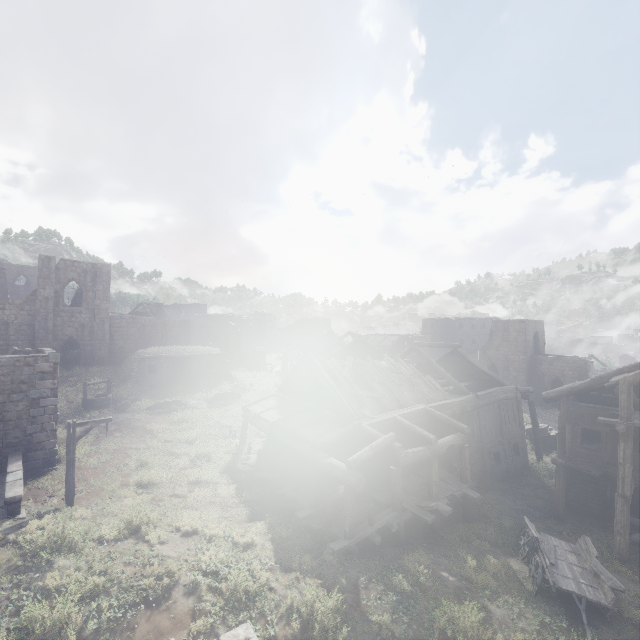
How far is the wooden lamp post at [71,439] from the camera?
12.80m

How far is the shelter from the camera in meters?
29.4 m

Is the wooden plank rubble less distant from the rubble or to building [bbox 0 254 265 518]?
building [bbox 0 254 265 518]

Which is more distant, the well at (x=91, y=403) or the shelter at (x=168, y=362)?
the shelter at (x=168, y=362)

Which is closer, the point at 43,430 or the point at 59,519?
the point at 59,519

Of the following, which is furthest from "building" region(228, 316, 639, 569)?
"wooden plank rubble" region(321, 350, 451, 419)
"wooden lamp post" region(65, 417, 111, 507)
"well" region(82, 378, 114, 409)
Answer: "well" region(82, 378, 114, 409)

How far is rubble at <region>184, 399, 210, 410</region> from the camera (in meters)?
26.38

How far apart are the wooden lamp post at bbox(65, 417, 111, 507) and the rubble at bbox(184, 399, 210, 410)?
12.8 meters
